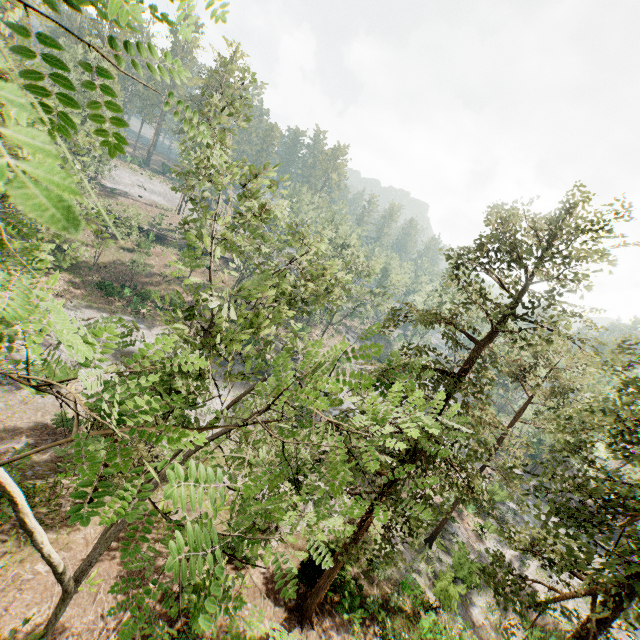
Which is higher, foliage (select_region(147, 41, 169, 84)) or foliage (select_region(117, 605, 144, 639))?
foliage (select_region(147, 41, 169, 84))

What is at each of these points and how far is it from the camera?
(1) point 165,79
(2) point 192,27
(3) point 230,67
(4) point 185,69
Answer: (1) foliage, 1.4m
(2) foliage, 0.9m
(3) foliage, 17.6m
(4) foliage, 1.5m

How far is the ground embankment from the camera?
49.59m

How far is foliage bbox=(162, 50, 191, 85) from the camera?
1.4 meters

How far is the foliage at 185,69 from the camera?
1.42m

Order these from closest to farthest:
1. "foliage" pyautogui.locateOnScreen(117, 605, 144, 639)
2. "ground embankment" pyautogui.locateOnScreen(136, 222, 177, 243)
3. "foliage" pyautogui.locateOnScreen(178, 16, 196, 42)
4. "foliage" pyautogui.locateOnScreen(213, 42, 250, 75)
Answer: "foliage" pyautogui.locateOnScreen(178, 16, 196, 42) → "foliage" pyautogui.locateOnScreen(117, 605, 144, 639) → "foliage" pyautogui.locateOnScreen(213, 42, 250, 75) → "ground embankment" pyautogui.locateOnScreen(136, 222, 177, 243)

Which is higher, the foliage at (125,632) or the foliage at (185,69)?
the foliage at (185,69)
